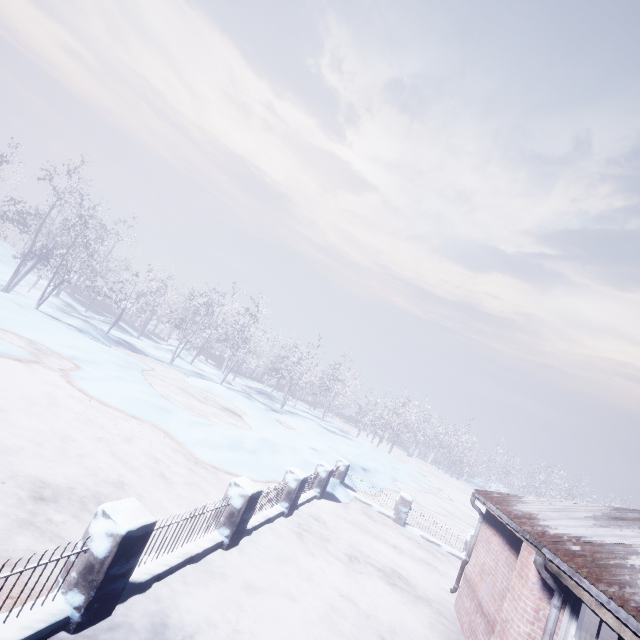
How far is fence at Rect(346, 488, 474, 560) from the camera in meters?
10.3

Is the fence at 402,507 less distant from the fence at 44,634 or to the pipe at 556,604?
the fence at 44,634

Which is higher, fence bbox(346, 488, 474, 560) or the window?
the window

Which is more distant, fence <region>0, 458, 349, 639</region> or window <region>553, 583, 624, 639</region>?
window <region>553, 583, 624, 639</region>

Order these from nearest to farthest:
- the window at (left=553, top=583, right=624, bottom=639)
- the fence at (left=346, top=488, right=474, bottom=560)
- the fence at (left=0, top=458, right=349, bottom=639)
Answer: the fence at (left=0, top=458, right=349, bottom=639) < the window at (left=553, top=583, right=624, bottom=639) < the fence at (left=346, top=488, right=474, bottom=560)

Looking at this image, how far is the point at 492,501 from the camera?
6.34m

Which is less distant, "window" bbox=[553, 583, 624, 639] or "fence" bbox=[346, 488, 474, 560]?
"window" bbox=[553, 583, 624, 639]

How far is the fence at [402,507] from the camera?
10.3m
